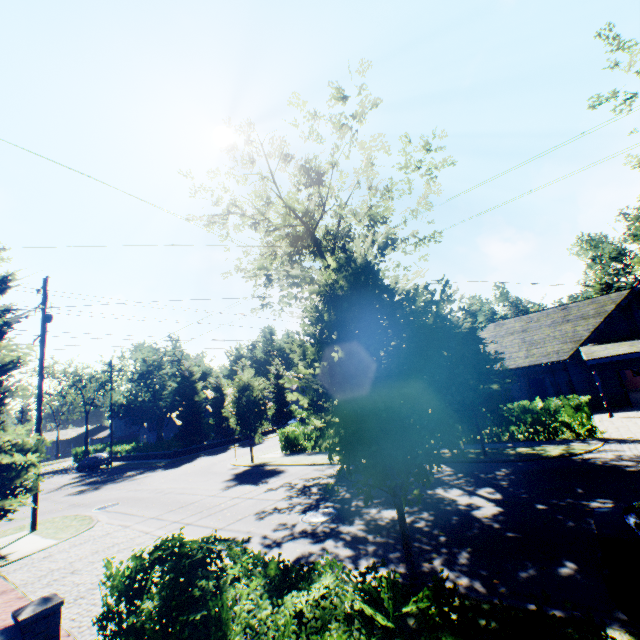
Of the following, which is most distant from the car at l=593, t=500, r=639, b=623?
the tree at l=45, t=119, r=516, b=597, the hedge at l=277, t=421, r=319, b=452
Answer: the hedge at l=277, t=421, r=319, b=452

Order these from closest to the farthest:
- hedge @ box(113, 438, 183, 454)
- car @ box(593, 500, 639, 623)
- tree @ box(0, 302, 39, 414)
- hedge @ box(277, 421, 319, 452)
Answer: car @ box(593, 500, 639, 623)
tree @ box(0, 302, 39, 414)
hedge @ box(277, 421, 319, 452)
hedge @ box(113, 438, 183, 454)

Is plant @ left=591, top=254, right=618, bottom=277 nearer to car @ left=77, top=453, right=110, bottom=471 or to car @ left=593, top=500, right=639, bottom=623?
car @ left=593, top=500, right=639, bottom=623

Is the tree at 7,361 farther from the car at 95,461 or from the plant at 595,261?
the car at 95,461

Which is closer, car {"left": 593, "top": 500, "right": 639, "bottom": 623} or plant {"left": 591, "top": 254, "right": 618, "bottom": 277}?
car {"left": 593, "top": 500, "right": 639, "bottom": 623}

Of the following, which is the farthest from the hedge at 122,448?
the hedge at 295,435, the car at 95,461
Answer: the car at 95,461

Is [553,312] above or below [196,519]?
above

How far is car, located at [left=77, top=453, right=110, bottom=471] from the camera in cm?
3584
